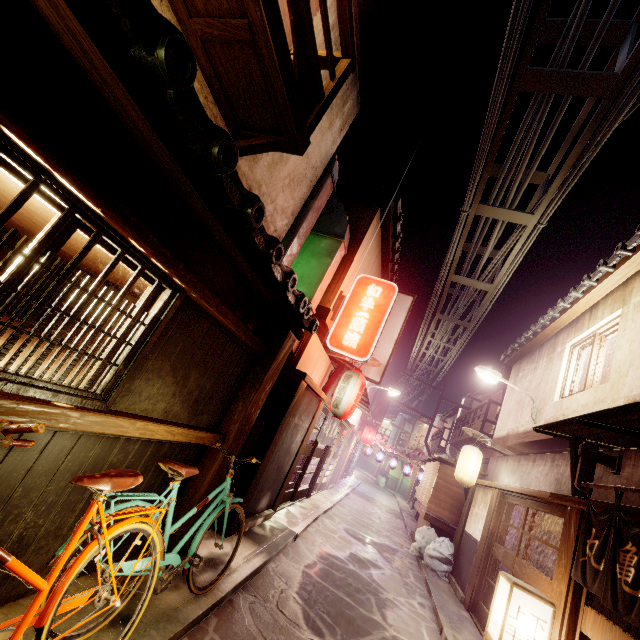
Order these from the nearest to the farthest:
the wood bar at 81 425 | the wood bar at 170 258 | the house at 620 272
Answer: the wood bar at 170 258
the wood bar at 81 425
the house at 620 272

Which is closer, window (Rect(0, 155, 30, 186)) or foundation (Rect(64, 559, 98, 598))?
window (Rect(0, 155, 30, 186))

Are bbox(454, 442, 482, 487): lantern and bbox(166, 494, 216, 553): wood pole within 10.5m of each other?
no

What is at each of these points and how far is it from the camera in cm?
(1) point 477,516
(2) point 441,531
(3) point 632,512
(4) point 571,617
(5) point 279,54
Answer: (1) house, 1697
(2) table, 2008
(3) wood bar, 689
(4) door frame, 792
(5) terrace, 515

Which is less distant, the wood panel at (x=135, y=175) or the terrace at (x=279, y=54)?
the wood panel at (x=135, y=175)

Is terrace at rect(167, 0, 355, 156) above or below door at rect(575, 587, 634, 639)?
above

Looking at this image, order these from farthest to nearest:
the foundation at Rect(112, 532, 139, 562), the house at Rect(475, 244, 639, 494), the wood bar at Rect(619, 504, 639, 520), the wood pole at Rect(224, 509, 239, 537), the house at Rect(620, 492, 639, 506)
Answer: the house at Rect(475, 244, 639, 494), the wood pole at Rect(224, 509, 239, 537), the house at Rect(620, 492, 639, 506), the wood bar at Rect(619, 504, 639, 520), the foundation at Rect(112, 532, 139, 562)

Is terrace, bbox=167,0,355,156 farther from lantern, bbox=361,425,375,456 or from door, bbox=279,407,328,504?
lantern, bbox=361,425,375,456
